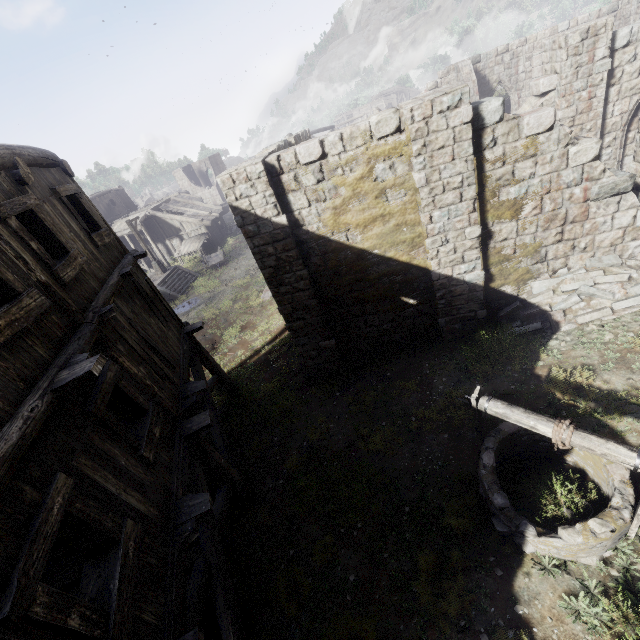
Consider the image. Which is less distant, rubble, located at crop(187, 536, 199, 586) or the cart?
rubble, located at crop(187, 536, 199, 586)

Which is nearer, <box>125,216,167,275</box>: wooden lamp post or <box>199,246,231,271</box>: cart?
<box>125,216,167,275</box>: wooden lamp post

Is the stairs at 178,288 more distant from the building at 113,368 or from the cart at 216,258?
the building at 113,368

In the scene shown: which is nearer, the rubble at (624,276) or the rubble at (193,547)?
the rubble at (193,547)

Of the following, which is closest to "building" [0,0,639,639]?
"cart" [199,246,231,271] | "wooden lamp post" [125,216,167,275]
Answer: "cart" [199,246,231,271]

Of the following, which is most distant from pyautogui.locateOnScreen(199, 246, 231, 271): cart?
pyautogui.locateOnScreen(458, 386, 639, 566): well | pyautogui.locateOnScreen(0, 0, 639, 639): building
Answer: pyautogui.locateOnScreen(458, 386, 639, 566): well

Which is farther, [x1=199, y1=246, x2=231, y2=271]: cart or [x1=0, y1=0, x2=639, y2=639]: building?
[x1=199, y1=246, x2=231, y2=271]: cart

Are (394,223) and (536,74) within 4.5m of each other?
no
